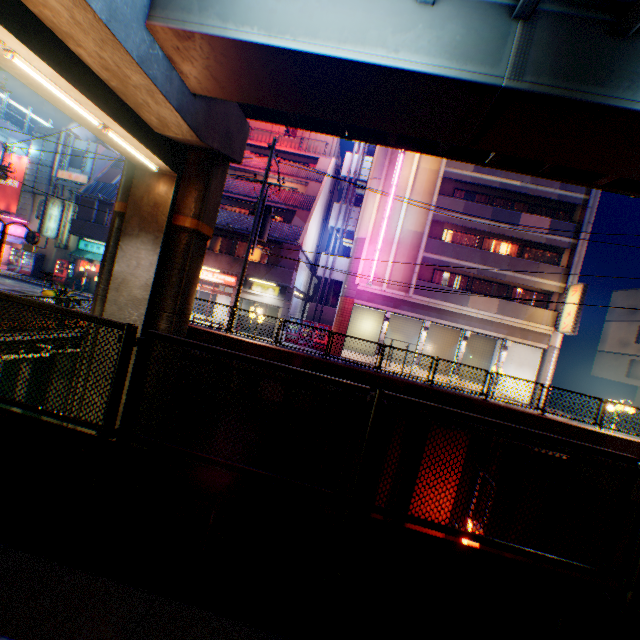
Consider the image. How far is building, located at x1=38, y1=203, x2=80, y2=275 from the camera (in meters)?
27.89

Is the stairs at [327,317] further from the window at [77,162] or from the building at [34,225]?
the window at [77,162]

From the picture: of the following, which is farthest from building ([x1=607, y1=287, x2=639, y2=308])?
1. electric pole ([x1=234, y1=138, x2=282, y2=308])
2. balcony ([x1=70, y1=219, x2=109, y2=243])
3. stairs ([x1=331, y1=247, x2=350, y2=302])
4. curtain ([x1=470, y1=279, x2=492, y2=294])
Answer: balcony ([x1=70, y1=219, x2=109, y2=243])

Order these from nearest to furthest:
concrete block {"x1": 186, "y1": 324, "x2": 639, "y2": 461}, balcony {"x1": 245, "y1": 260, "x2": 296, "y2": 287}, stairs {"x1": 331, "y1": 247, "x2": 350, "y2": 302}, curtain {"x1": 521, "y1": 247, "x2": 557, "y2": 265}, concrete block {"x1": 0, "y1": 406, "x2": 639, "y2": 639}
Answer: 1. concrete block {"x1": 0, "y1": 406, "x2": 639, "y2": 639}
2. concrete block {"x1": 186, "y1": 324, "x2": 639, "y2": 461}
3. balcony {"x1": 245, "y1": 260, "x2": 296, "y2": 287}
4. curtain {"x1": 521, "y1": 247, "x2": 557, "y2": 265}
5. stairs {"x1": 331, "y1": 247, "x2": 350, "y2": 302}

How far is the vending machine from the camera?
27.22m

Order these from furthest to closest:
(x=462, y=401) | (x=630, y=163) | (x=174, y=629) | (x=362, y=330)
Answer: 1. (x=362, y=330)
2. (x=462, y=401)
3. (x=630, y=163)
4. (x=174, y=629)

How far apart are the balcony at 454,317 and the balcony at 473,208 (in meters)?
6.68

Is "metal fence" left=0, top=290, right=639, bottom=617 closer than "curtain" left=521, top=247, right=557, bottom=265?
Yes
